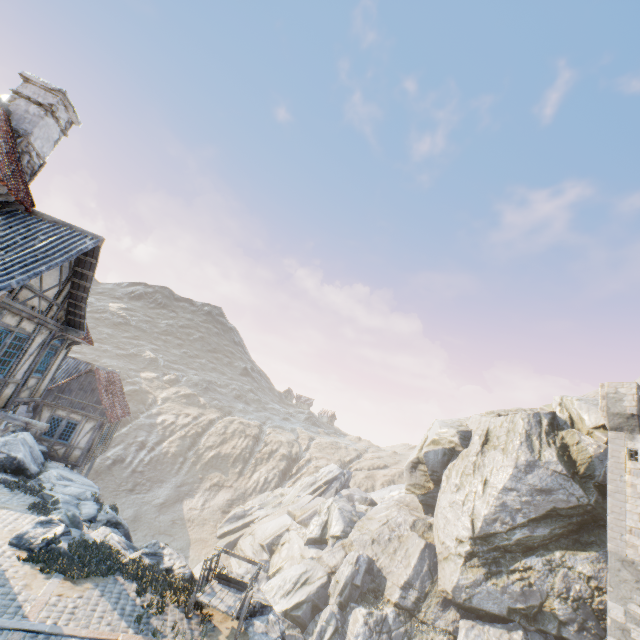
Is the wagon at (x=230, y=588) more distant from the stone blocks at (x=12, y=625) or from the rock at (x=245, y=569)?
the stone blocks at (x=12, y=625)

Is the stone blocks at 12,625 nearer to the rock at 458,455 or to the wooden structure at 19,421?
the rock at 458,455

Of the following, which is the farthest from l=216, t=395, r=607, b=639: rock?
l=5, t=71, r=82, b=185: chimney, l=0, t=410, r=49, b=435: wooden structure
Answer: l=5, t=71, r=82, b=185: chimney

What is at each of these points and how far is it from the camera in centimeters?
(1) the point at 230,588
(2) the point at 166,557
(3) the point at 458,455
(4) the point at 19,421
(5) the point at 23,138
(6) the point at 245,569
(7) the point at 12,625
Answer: (1) wagon, 1096cm
(2) rock, 1258cm
(3) rock, 3025cm
(4) wooden structure, 967cm
(5) chimney, 1080cm
(6) rock, 3050cm
(7) stone blocks, 768cm

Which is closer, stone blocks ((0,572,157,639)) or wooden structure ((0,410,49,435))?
stone blocks ((0,572,157,639))

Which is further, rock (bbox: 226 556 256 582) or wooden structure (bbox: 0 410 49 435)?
rock (bbox: 226 556 256 582)

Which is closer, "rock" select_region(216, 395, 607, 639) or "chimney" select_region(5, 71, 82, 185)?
A: "chimney" select_region(5, 71, 82, 185)

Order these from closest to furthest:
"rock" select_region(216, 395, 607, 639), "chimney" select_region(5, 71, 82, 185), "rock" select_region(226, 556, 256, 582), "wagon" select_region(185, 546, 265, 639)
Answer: "wagon" select_region(185, 546, 265, 639) < "chimney" select_region(5, 71, 82, 185) < "rock" select_region(226, 556, 256, 582) < "rock" select_region(216, 395, 607, 639)
